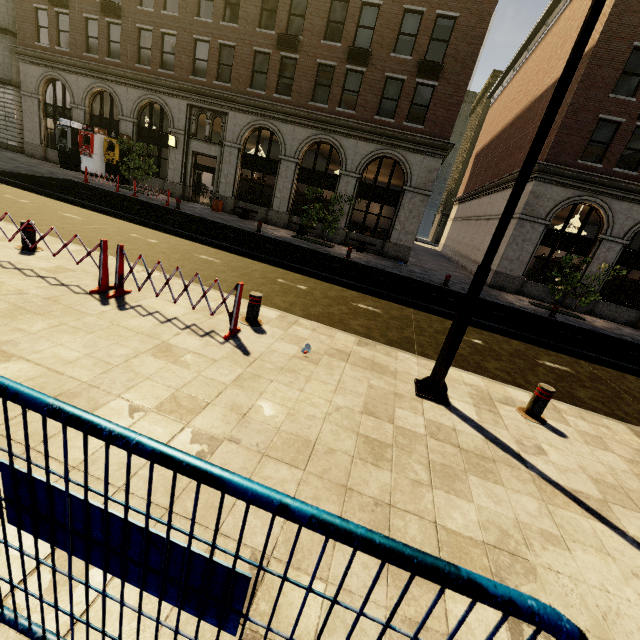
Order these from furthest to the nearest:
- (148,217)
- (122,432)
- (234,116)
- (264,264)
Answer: (234,116), (148,217), (264,264), (122,432)

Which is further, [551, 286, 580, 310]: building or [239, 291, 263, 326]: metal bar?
[551, 286, 580, 310]: building

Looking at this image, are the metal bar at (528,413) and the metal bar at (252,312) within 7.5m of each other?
yes

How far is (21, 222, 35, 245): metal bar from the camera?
6.4 meters

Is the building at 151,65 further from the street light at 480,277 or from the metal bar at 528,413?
the metal bar at 528,413

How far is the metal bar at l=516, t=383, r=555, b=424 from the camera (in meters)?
4.96

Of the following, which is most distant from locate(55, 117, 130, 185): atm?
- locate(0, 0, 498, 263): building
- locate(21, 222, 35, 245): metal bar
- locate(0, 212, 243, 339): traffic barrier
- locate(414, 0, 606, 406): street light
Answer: locate(414, 0, 606, 406): street light

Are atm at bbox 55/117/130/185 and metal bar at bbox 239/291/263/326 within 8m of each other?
no
